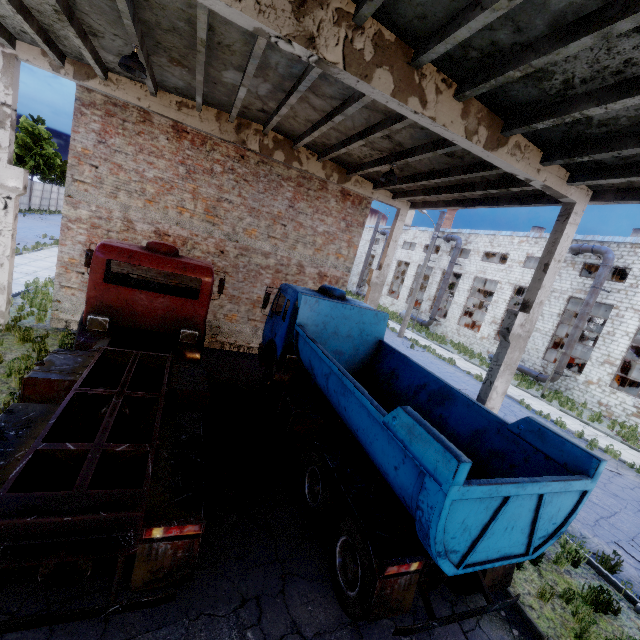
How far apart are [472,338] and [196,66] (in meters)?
30.28

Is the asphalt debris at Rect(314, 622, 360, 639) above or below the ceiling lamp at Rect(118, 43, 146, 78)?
below

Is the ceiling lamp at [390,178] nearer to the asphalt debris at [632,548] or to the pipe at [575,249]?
the asphalt debris at [632,548]

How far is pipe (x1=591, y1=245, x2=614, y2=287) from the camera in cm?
2091

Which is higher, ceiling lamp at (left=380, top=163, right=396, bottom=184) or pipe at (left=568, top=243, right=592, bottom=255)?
pipe at (left=568, top=243, right=592, bottom=255)

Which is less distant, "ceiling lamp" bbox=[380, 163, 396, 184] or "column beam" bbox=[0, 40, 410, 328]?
"column beam" bbox=[0, 40, 410, 328]

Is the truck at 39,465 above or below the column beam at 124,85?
below

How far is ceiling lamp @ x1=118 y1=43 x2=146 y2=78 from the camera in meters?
6.6
